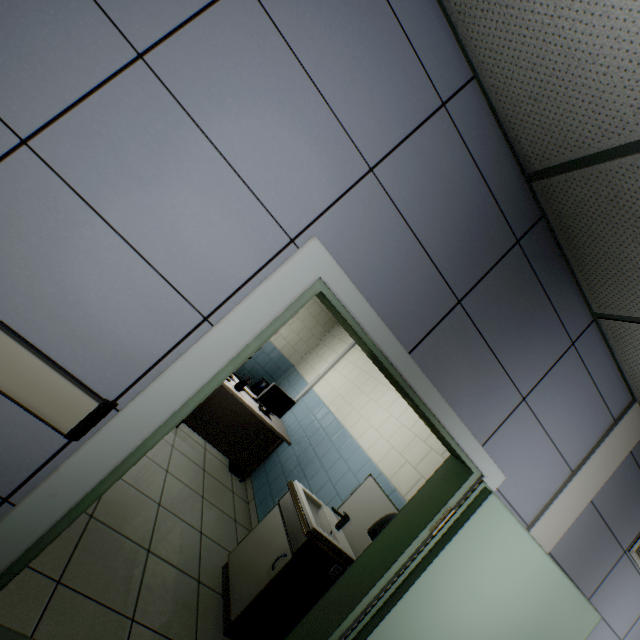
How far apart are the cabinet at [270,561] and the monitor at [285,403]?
1.7m

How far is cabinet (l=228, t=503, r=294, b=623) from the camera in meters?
2.4 m

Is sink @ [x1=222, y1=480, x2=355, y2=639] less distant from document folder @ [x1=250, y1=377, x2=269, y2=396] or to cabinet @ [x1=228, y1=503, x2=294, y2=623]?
cabinet @ [x1=228, y1=503, x2=294, y2=623]

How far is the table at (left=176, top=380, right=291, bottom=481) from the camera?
4.2m

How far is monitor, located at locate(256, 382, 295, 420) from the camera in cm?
455

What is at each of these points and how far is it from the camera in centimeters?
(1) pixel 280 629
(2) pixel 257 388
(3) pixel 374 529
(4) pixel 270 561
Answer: (1) garbage can, 235cm
(2) document folder, 615cm
(3) hand dryer, 220cm
(4) cabinet, 251cm

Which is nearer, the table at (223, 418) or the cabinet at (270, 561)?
the cabinet at (270, 561)

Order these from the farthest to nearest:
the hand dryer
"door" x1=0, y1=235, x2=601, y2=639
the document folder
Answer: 1. the document folder
2. the hand dryer
3. "door" x1=0, y1=235, x2=601, y2=639
